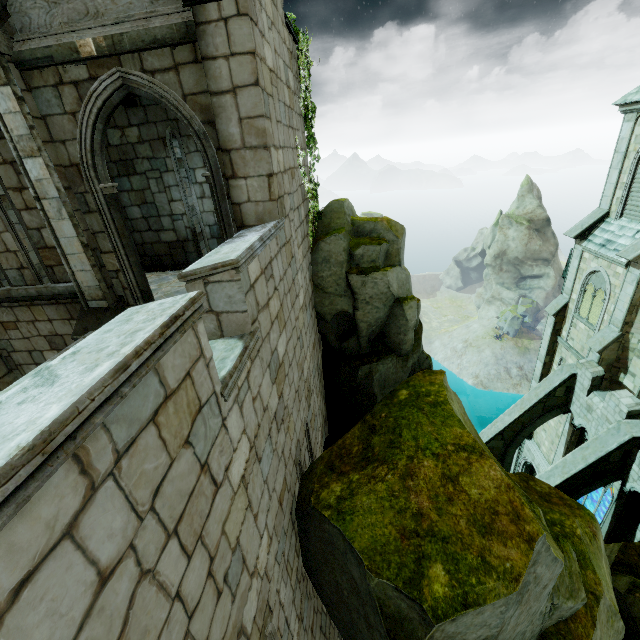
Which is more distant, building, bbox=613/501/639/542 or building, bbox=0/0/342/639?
building, bbox=613/501/639/542

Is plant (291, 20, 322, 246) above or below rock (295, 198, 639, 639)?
above

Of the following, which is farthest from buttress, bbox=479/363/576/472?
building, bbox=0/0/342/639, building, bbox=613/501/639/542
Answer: building, bbox=0/0/342/639

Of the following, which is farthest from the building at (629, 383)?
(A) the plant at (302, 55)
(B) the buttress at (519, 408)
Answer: (A) the plant at (302, 55)

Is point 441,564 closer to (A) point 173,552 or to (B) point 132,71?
(A) point 173,552

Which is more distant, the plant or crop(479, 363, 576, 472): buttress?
crop(479, 363, 576, 472): buttress

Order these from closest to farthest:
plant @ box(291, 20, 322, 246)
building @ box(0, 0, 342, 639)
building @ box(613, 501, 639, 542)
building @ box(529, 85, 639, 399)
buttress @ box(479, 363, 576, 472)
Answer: building @ box(0, 0, 342, 639) < plant @ box(291, 20, 322, 246) < building @ box(613, 501, 639, 542) < building @ box(529, 85, 639, 399) < buttress @ box(479, 363, 576, 472)

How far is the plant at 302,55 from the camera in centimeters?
671cm
